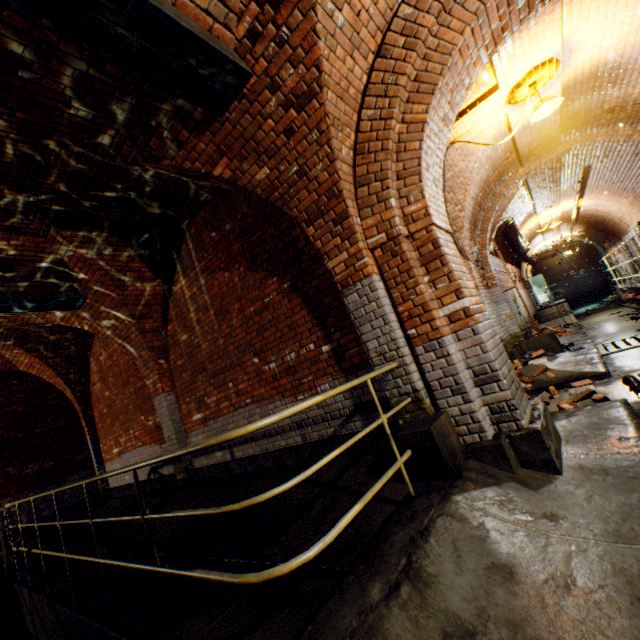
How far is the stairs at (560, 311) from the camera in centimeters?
1384cm

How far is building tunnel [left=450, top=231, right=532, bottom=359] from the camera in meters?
7.5 m

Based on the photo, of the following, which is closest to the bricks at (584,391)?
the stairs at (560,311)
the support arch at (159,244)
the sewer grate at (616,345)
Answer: the sewer grate at (616,345)

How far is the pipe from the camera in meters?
11.2 m

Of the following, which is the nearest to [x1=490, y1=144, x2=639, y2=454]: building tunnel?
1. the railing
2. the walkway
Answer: the walkway

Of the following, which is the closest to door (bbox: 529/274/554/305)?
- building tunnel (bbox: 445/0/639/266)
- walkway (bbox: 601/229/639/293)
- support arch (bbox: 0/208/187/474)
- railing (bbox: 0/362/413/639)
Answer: building tunnel (bbox: 445/0/639/266)

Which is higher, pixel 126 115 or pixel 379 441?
pixel 126 115

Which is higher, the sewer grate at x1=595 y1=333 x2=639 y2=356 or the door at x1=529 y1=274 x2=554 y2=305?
the door at x1=529 y1=274 x2=554 y2=305
